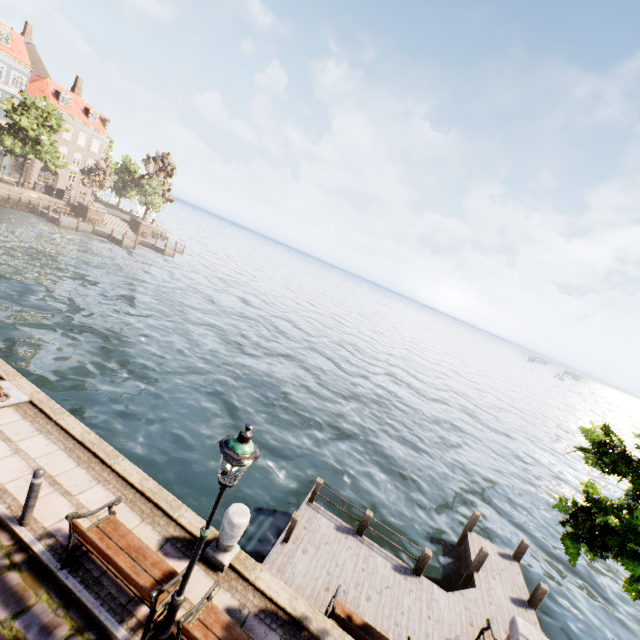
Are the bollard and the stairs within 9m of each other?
no

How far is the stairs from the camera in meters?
46.3

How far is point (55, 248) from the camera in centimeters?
2945cm

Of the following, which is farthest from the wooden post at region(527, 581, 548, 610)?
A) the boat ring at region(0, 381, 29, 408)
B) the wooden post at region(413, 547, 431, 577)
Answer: the boat ring at region(0, 381, 29, 408)

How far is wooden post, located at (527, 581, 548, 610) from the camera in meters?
10.4 m

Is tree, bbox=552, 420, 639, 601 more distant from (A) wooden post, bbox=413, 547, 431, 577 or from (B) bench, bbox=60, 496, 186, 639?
(B) bench, bbox=60, 496, 186, 639

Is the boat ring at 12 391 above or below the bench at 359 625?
above

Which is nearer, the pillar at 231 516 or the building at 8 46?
the pillar at 231 516
